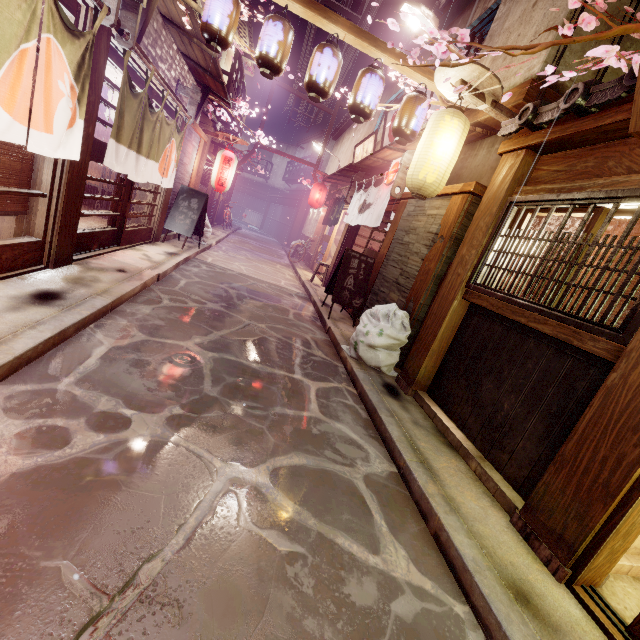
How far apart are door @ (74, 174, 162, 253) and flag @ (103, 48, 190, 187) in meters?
0.3

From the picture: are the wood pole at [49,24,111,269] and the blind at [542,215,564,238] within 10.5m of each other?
yes

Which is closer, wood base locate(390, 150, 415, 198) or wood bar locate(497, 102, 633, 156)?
wood bar locate(497, 102, 633, 156)

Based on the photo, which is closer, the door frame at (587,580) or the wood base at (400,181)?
the door frame at (587,580)

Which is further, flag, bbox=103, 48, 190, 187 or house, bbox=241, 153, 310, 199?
house, bbox=241, 153, 310, 199

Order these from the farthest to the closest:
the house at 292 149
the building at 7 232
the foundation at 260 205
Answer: the foundation at 260 205 < the house at 292 149 < the building at 7 232

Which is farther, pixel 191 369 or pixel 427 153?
pixel 427 153

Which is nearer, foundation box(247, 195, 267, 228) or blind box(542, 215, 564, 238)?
blind box(542, 215, 564, 238)
